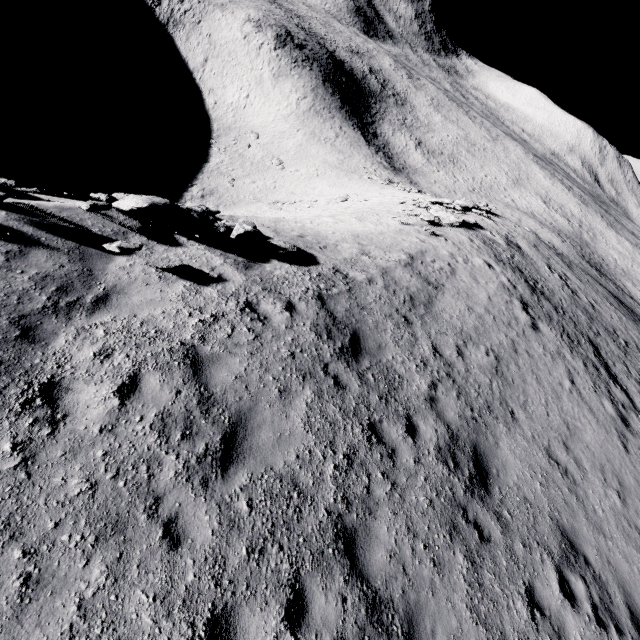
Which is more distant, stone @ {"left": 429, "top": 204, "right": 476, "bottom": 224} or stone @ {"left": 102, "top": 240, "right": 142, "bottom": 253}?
stone @ {"left": 429, "top": 204, "right": 476, "bottom": 224}

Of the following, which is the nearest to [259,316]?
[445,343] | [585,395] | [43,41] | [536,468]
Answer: Answer: [445,343]

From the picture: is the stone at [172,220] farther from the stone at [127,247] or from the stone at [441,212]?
the stone at [441,212]

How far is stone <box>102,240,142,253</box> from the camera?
7.00m

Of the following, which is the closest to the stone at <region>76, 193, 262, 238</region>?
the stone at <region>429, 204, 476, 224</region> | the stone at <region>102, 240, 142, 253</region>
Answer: the stone at <region>102, 240, 142, 253</region>

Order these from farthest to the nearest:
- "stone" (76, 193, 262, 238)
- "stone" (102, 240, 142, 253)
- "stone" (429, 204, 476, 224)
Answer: "stone" (429, 204, 476, 224)
"stone" (76, 193, 262, 238)
"stone" (102, 240, 142, 253)

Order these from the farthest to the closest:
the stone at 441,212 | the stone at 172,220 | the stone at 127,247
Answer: the stone at 441,212, the stone at 172,220, the stone at 127,247

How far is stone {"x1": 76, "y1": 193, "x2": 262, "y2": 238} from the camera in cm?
844
